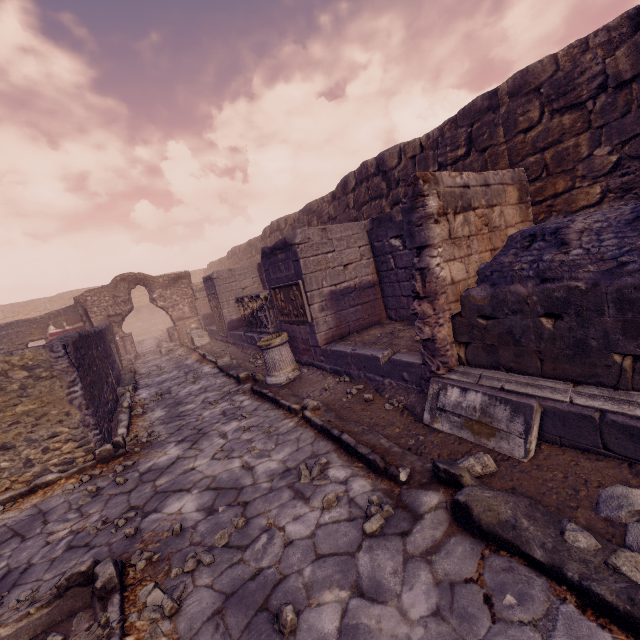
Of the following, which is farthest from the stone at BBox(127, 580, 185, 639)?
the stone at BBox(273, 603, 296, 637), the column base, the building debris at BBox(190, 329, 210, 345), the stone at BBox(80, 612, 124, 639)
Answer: the building debris at BBox(190, 329, 210, 345)

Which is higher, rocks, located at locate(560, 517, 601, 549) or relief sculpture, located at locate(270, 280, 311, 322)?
relief sculpture, located at locate(270, 280, 311, 322)

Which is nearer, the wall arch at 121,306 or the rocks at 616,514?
the rocks at 616,514

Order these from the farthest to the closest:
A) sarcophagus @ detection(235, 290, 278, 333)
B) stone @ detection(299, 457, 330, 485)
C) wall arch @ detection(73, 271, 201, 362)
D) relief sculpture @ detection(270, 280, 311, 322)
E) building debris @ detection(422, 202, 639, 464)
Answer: wall arch @ detection(73, 271, 201, 362), sarcophagus @ detection(235, 290, 278, 333), relief sculpture @ detection(270, 280, 311, 322), stone @ detection(299, 457, 330, 485), building debris @ detection(422, 202, 639, 464)

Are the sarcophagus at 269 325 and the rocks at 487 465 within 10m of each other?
yes

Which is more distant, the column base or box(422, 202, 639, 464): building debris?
the column base

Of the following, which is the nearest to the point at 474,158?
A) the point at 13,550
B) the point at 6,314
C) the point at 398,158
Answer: the point at 398,158

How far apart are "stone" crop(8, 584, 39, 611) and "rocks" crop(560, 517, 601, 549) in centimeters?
417cm
